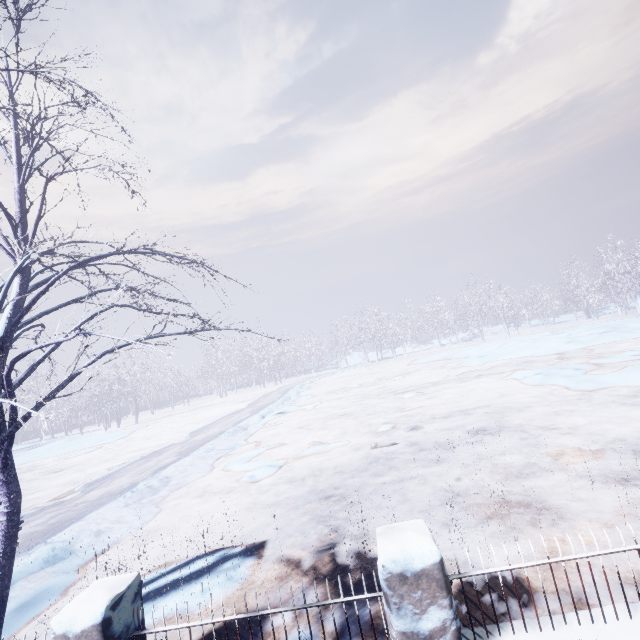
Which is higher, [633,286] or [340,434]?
[633,286]

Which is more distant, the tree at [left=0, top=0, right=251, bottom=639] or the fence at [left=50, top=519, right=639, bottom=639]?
the tree at [left=0, top=0, right=251, bottom=639]

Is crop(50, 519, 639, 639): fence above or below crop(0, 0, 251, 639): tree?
below

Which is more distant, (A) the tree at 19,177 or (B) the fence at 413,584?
(A) the tree at 19,177

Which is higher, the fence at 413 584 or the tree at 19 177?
the tree at 19 177
